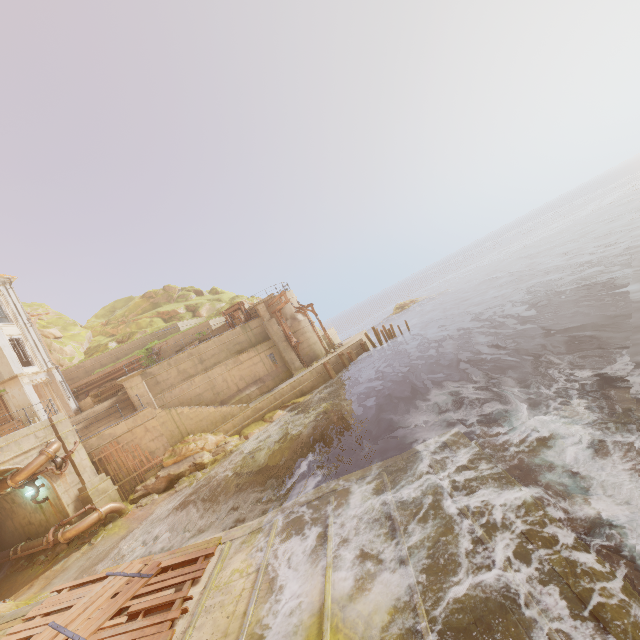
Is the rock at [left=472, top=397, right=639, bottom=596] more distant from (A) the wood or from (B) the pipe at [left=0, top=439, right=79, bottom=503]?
(B) the pipe at [left=0, top=439, right=79, bottom=503]

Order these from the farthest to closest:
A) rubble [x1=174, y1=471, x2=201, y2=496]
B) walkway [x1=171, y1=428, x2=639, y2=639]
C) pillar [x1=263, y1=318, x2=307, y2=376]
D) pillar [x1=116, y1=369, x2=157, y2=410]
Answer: pillar [x1=263, y1=318, x2=307, y2=376], pillar [x1=116, y1=369, x2=157, y2=410], rubble [x1=174, y1=471, x2=201, y2=496], walkway [x1=171, y1=428, x2=639, y2=639]

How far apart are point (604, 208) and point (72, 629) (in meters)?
72.60

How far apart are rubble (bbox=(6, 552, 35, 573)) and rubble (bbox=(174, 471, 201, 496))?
7.68m

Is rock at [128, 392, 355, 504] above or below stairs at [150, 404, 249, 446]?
below

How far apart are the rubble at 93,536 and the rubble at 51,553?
0.5 meters

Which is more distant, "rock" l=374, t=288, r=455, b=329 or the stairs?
"rock" l=374, t=288, r=455, b=329

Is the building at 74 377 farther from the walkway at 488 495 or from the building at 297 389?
the building at 297 389
